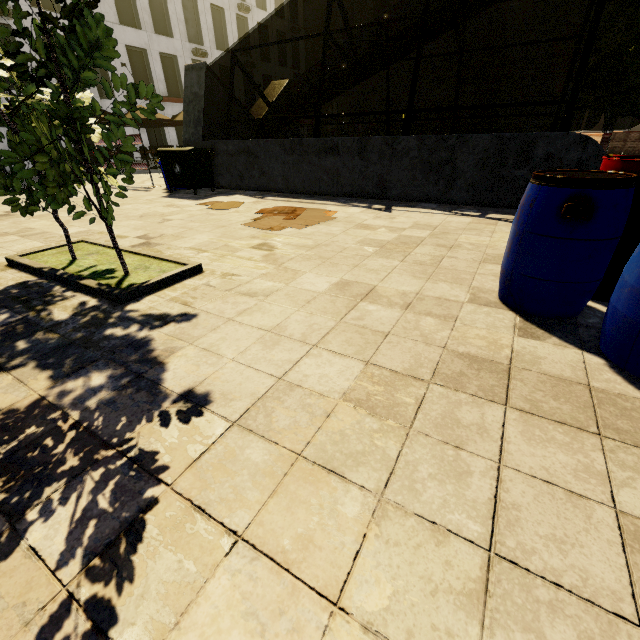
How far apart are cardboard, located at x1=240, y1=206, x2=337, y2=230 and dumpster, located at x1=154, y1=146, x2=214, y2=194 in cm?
320

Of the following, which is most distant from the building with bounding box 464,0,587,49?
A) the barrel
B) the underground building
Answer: the underground building

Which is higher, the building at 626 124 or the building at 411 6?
the building at 411 6

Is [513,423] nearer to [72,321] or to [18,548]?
[18,548]

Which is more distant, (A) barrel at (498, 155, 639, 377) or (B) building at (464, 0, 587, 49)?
(B) building at (464, 0, 587, 49)

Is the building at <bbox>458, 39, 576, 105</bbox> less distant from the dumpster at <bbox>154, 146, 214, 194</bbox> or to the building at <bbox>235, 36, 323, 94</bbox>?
the building at <bbox>235, 36, 323, 94</bbox>

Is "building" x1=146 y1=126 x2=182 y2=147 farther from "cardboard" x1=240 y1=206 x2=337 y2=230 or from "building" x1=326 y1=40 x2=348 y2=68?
"cardboard" x1=240 y1=206 x2=337 y2=230

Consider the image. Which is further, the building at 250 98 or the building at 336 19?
the building at 336 19
